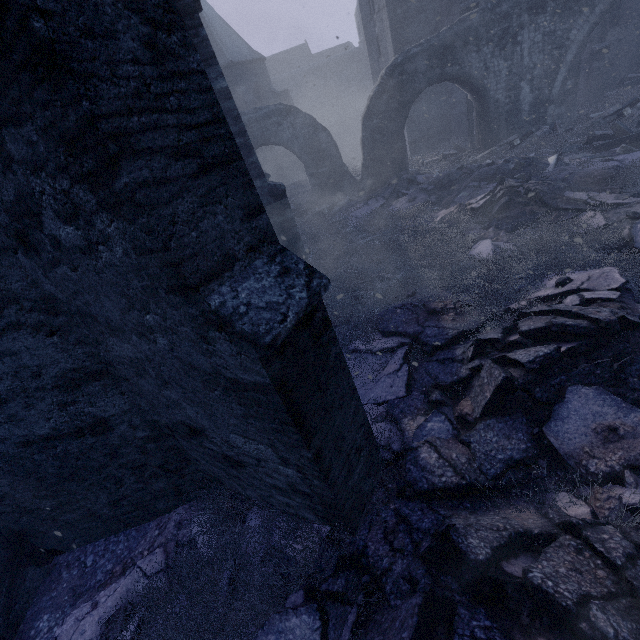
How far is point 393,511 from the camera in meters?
2.3 m

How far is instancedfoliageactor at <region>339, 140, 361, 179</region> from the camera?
18.16m

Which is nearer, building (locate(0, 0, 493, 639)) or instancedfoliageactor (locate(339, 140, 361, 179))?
building (locate(0, 0, 493, 639))

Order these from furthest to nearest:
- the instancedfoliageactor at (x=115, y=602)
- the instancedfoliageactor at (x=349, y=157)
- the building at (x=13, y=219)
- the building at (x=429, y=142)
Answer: the instancedfoliageactor at (x=349, y=157)
the building at (x=429, y=142)
the instancedfoliageactor at (x=115, y=602)
the building at (x=13, y=219)

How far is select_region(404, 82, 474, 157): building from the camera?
15.3 meters

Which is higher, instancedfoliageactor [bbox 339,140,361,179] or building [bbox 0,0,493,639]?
building [bbox 0,0,493,639]

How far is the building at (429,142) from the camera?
15.3m
